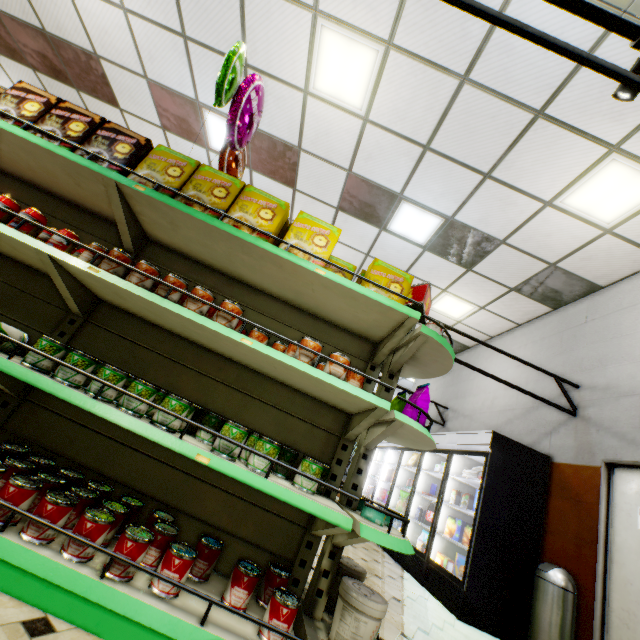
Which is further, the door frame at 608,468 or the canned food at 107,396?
the door frame at 608,468

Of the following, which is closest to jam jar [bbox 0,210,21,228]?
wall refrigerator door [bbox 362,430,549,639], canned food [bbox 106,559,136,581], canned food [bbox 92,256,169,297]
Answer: canned food [bbox 92,256,169,297]

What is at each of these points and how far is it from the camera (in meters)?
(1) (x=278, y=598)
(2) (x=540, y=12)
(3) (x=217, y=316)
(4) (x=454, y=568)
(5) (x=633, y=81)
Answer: (1) canned food, 1.48
(2) building, 2.82
(3) canned food, 1.85
(4) boxed frozen food, 4.70
(5) light truss, 1.43

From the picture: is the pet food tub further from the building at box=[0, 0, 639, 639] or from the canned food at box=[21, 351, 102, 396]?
the canned food at box=[21, 351, 102, 396]

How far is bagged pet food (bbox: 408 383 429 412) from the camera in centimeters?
211cm

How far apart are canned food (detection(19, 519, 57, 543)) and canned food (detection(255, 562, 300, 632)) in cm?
83

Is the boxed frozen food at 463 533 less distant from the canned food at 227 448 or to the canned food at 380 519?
Answer: the canned food at 380 519
